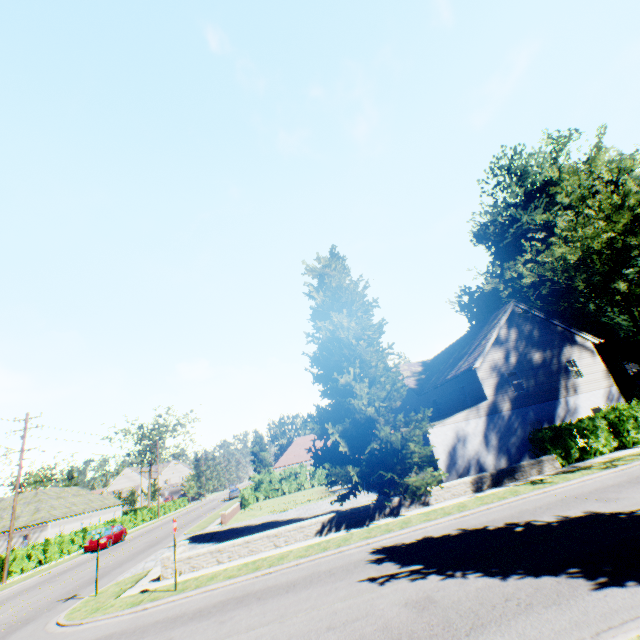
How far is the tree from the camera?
56.7m

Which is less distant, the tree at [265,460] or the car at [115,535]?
the car at [115,535]

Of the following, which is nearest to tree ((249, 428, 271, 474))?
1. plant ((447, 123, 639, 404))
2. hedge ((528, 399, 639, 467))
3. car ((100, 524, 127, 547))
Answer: hedge ((528, 399, 639, 467))

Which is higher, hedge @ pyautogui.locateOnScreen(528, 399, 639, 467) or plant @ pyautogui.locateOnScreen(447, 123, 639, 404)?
plant @ pyautogui.locateOnScreen(447, 123, 639, 404)

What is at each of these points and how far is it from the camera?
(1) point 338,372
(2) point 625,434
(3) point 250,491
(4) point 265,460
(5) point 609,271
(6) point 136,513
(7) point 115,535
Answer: (1) plant, 18.5m
(2) hedge, 18.9m
(3) hedge, 36.7m
(4) tree, 57.2m
(5) plant, 17.0m
(6) hedge, 45.1m
(7) car, 30.6m

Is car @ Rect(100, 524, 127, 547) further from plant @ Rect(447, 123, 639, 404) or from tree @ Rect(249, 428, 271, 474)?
plant @ Rect(447, 123, 639, 404)

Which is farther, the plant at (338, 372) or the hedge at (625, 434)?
the hedge at (625, 434)

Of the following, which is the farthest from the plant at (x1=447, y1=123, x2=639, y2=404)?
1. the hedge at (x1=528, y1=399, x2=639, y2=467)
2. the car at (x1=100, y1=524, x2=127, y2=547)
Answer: the car at (x1=100, y1=524, x2=127, y2=547)
